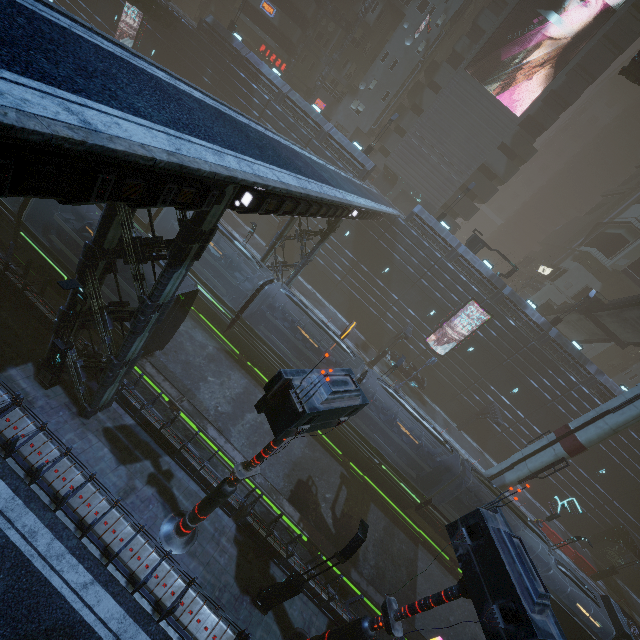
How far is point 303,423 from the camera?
7.4 meters

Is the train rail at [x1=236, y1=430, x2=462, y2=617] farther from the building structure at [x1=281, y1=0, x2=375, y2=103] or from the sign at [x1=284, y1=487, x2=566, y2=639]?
the building structure at [x1=281, y1=0, x2=375, y2=103]

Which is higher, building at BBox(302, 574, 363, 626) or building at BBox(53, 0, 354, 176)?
building at BBox(53, 0, 354, 176)

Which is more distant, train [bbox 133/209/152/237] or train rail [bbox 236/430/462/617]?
train [bbox 133/209/152/237]

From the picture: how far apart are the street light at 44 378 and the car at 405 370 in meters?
27.7

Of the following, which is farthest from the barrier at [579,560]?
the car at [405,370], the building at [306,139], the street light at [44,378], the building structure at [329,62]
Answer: the building structure at [329,62]

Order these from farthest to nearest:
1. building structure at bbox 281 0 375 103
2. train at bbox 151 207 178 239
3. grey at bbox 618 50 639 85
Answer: building structure at bbox 281 0 375 103
grey at bbox 618 50 639 85
train at bbox 151 207 178 239

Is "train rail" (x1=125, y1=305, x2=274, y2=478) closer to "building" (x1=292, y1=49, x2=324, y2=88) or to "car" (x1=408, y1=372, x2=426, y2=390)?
"building" (x1=292, y1=49, x2=324, y2=88)
